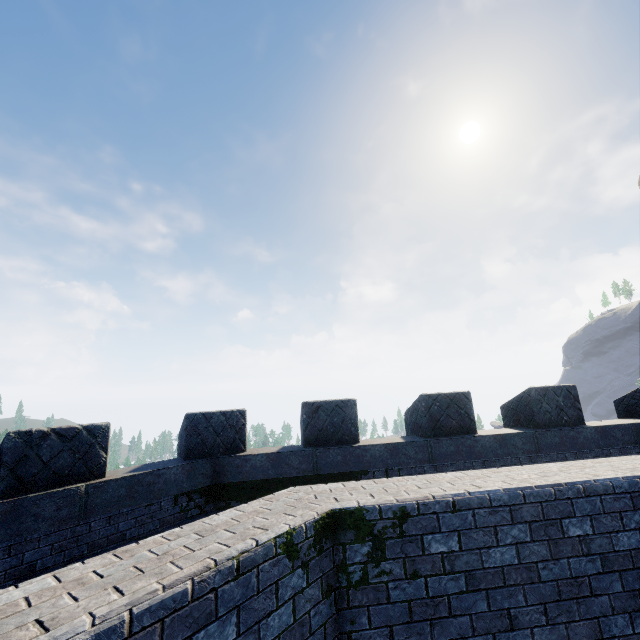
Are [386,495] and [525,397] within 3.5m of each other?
no
